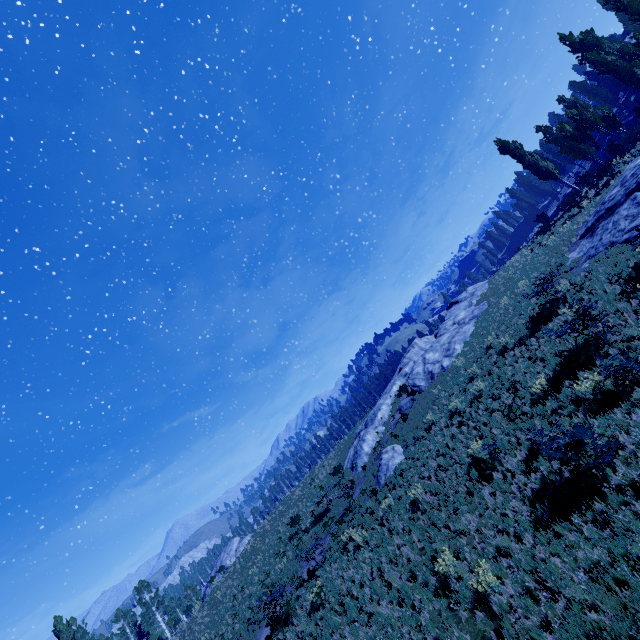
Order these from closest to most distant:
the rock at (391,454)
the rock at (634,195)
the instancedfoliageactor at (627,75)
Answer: the rock at (634,195) < the rock at (391,454) < the instancedfoliageactor at (627,75)

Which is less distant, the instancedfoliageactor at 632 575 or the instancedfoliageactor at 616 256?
the instancedfoliageactor at 632 575

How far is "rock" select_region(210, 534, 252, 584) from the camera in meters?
44.7

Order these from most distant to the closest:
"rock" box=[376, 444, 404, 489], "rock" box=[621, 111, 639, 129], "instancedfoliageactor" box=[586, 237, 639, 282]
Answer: "rock" box=[621, 111, 639, 129], "rock" box=[376, 444, 404, 489], "instancedfoliageactor" box=[586, 237, 639, 282]

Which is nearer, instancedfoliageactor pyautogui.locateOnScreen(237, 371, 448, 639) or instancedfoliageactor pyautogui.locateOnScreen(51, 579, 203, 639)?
instancedfoliageactor pyautogui.locateOnScreen(237, 371, 448, 639)

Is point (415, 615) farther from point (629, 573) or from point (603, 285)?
point (603, 285)

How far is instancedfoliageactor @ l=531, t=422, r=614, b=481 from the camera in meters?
8.5

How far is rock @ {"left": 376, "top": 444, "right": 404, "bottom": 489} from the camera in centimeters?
2025cm
